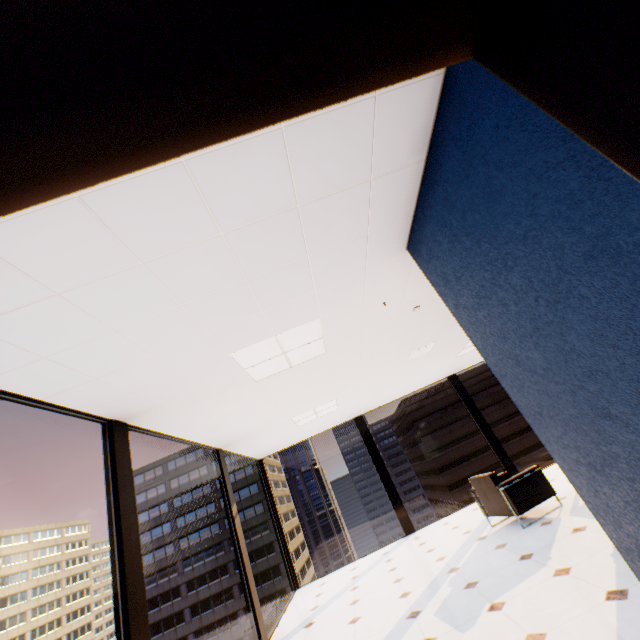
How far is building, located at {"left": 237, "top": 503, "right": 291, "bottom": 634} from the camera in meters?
53.0 m

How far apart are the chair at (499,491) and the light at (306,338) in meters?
3.6

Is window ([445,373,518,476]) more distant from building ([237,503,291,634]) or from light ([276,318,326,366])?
building ([237,503,291,634])

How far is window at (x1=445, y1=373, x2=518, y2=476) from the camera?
8.2m

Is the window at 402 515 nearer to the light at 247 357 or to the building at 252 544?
the light at 247 357

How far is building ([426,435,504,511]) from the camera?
56.2m

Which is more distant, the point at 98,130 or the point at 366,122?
the point at 366,122

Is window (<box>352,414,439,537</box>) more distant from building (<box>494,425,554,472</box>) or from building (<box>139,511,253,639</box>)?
building (<box>139,511,253,639</box>)
